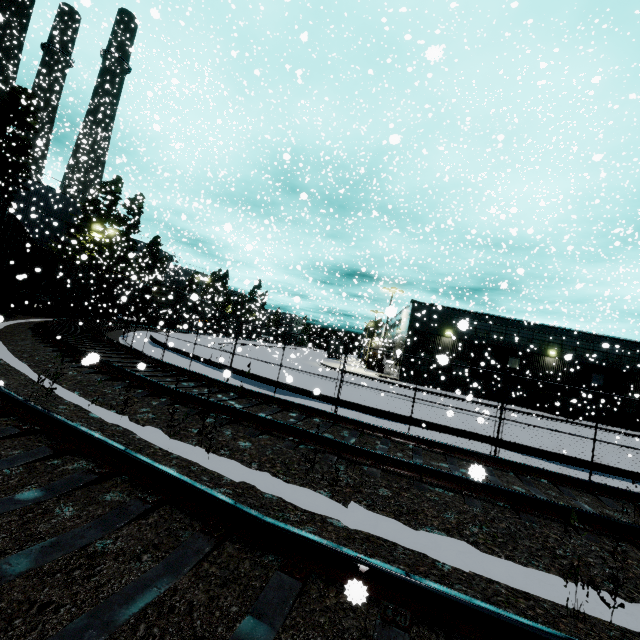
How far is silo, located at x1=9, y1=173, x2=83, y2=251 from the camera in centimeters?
3391cm

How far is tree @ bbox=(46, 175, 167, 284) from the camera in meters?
33.6 m

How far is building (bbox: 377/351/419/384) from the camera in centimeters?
3052cm

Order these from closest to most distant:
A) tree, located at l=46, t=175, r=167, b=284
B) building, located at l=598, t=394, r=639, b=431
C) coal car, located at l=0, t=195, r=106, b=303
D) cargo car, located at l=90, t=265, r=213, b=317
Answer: coal car, located at l=0, t=195, r=106, b=303 → building, located at l=598, t=394, r=639, b=431 → cargo car, located at l=90, t=265, r=213, b=317 → tree, located at l=46, t=175, r=167, b=284

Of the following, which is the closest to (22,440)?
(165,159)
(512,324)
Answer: (512,324)

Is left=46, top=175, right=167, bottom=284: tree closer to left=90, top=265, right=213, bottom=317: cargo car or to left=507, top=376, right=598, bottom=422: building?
left=90, top=265, right=213, bottom=317: cargo car

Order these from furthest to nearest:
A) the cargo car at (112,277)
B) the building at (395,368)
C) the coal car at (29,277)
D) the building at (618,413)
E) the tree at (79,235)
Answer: the tree at (79,235) < the cargo car at (112,277) < the building at (395,368) < the building at (618,413) < the coal car at (29,277)

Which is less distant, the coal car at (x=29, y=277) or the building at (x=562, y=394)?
the coal car at (x=29, y=277)
